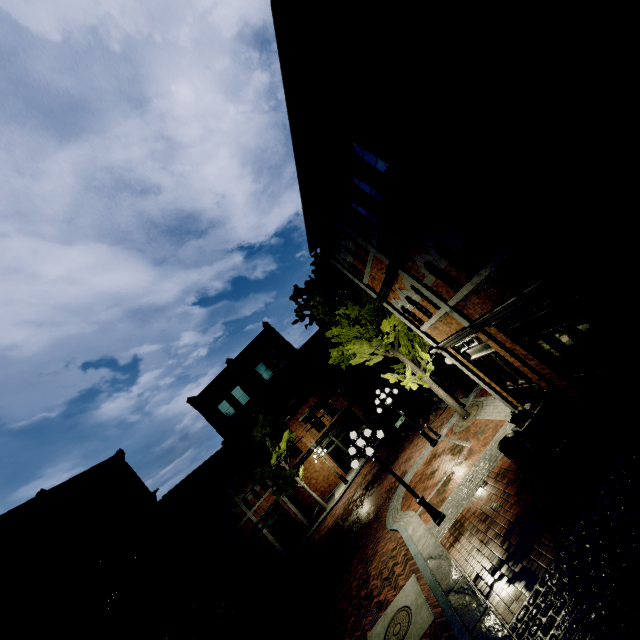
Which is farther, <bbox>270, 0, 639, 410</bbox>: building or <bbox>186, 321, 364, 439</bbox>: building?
<bbox>186, 321, 364, 439</bbox>: building

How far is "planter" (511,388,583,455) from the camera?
7.8m

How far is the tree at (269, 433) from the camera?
25.08m

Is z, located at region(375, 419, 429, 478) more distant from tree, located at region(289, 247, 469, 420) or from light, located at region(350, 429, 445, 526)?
light, located at region(350, 429, 445, 526)

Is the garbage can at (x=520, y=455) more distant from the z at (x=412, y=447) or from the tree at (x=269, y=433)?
the z at (x=412, y=447)

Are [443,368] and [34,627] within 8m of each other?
no

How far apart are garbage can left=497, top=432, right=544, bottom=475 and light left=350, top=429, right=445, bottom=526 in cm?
300

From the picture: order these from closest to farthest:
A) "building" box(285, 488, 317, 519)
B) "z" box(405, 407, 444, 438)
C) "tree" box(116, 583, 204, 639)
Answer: "tree" box(116, 583, 204, 639) < "z" box(405, 407, 444, 438) < "building" box(285, 488, 317, 519)
